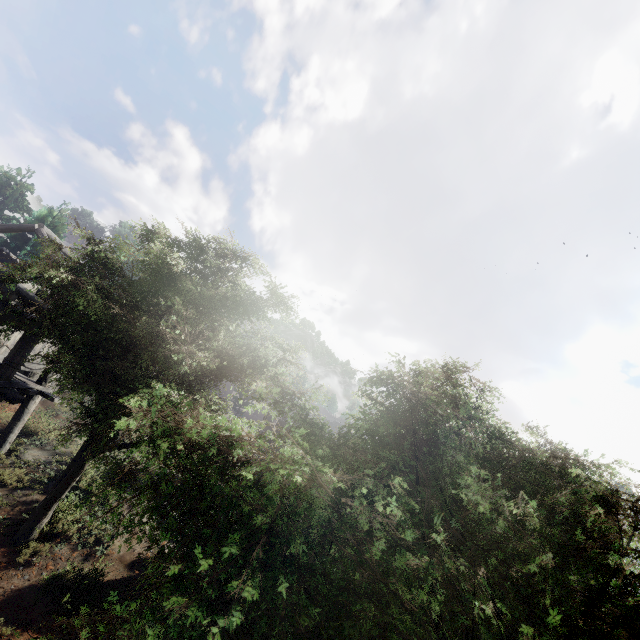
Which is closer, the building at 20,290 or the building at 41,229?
the building at 20,290

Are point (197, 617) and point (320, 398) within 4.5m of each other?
yes

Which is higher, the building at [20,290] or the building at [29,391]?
the building at [20,290]

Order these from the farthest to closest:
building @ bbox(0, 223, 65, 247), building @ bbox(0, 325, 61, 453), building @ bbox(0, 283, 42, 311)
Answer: building @ bbox(0, 223, 65, 247)
building @ bbox(0, 325, 61, 453)
building @ bbox(0, 283, 42, 311)

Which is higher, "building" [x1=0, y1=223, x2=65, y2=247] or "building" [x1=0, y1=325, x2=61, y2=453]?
"building" [x1=0, y1=223, x2=65, y2=247]

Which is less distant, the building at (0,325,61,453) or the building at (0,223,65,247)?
the building at (0,325,61,453)
